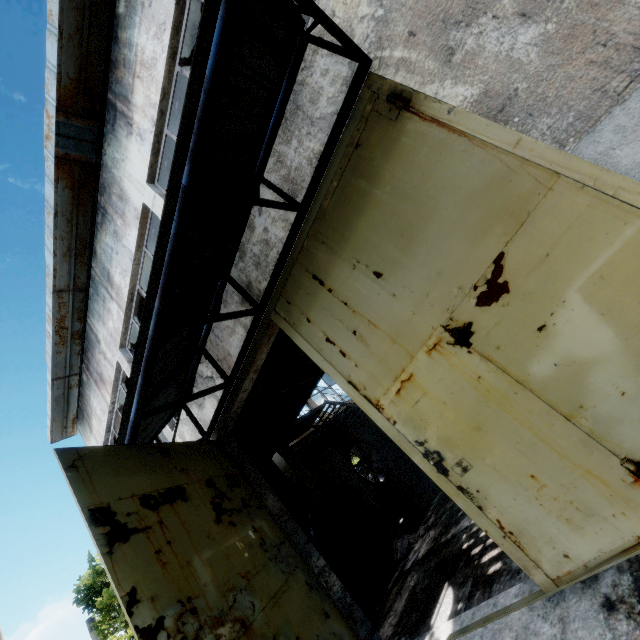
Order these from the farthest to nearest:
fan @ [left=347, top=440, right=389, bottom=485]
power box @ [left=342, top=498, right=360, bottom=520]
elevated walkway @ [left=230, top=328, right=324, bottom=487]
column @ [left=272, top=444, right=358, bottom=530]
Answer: fan @ [left=347, top=440, right=389, bottom=485] → power box @ [left=342, top=498, right=360, bottom=520] → column @ [left=272, top=444, right=358, bottom=530] → elevated walkway @ [left=230, top=328, right=324, bottom=487]

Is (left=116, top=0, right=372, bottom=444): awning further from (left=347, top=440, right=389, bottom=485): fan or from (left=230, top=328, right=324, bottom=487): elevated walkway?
(left=347, top=440, right=389, bottom=485): fan

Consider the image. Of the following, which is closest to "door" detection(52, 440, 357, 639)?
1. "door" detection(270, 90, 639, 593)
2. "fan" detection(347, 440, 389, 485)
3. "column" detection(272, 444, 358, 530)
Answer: "door" detection(270, 90, 639, 593)

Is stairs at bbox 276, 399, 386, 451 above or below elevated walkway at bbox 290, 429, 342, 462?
above

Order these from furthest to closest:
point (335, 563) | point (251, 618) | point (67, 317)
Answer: point (67, 317), point (335, 563), point (251, 618)

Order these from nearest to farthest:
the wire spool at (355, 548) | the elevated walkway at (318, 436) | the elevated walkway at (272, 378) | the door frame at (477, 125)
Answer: the door frame at (477, 125) < the elevated walkway at (272, 378) < the wire spool at (355, 548) < the elevated walkway at (318, 436)

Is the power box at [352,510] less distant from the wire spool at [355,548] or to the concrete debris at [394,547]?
the concrete debris at [394,547]

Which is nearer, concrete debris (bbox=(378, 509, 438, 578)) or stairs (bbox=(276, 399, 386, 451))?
concrete debris (bbox=(378, 509, 438, 578))
